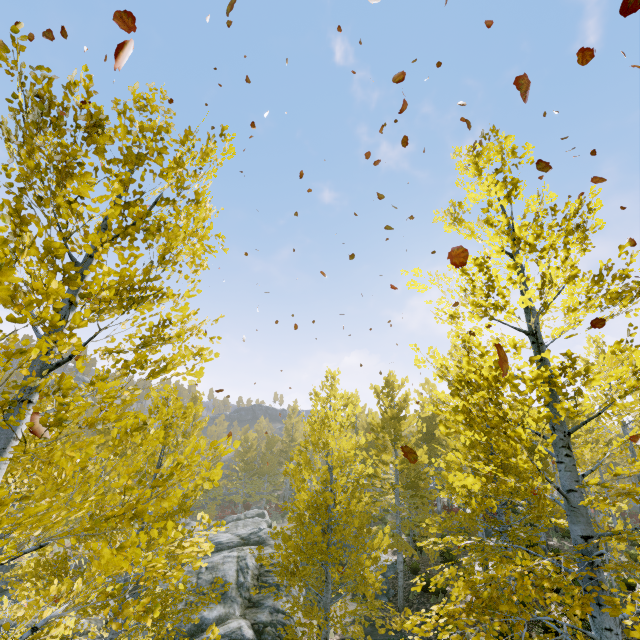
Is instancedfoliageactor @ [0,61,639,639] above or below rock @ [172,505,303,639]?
above

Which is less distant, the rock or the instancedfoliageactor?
the instancedfoliageactor

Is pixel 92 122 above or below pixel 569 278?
below

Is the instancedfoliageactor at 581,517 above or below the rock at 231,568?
above

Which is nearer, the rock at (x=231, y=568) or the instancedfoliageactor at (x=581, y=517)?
the instancedfoliageactor at (x=581, y=517)
